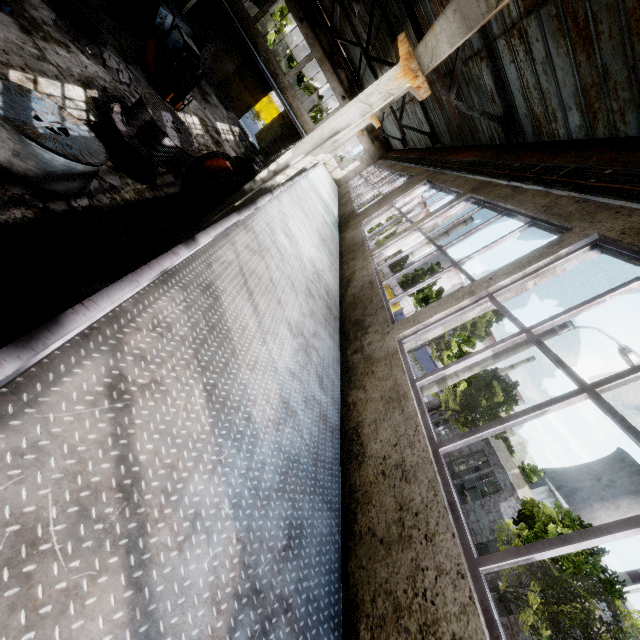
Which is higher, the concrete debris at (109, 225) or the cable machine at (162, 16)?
the cable machine at (162, 16)

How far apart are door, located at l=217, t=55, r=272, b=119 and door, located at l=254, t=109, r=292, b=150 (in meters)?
2.10

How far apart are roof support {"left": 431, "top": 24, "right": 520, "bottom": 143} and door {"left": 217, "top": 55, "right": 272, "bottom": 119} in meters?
21.8

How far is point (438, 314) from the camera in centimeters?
432cm

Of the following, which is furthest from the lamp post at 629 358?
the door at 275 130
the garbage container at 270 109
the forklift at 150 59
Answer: the garbage container at 270 109

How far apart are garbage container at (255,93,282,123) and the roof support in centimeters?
3558cm

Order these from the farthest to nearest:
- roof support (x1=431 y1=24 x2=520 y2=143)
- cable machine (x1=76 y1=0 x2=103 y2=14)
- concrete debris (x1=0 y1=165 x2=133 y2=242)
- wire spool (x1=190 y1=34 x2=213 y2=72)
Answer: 1. wire spool (x1=190 y1=34 x2=213 y2=72)
2. cable machine (x1=76 y1=0 x2=103 y2=14)
3. roof support (x1=431 y1=24 x2=520 y2=143)
4. concrete debris (x1=0 y1=165 x2=133 y2=242)

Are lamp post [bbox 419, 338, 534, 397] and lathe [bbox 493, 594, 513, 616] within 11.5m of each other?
no
